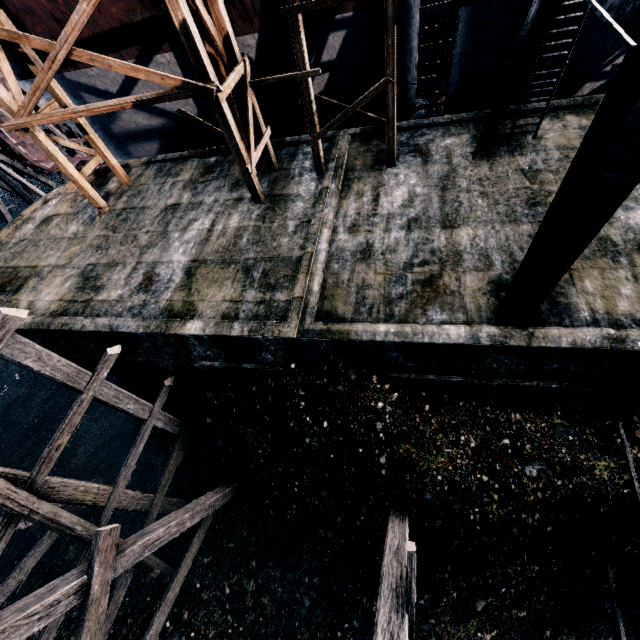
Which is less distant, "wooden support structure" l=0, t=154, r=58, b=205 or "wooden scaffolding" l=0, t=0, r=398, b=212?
"wooden scaffolding" l=0, t=0, r=398, b=212

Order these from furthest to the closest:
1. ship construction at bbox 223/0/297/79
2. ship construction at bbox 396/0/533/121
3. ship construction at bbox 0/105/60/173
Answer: ship construction at bbox 0/105/60/173, ship construction at bbox 223/0/297/79, ship construction at bbox 396/0/533/121

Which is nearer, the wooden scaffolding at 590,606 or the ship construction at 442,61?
the wooden scaffolding at 590,606

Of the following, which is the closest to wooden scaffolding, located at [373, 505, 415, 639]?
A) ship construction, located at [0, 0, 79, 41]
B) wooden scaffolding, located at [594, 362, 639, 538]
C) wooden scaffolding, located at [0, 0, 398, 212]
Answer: wooden scaffolding, located at [594, 362, 639, 538]

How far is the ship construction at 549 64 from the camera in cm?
1159

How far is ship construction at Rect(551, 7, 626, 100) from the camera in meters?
10.6 m

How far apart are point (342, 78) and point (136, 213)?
10.76m
